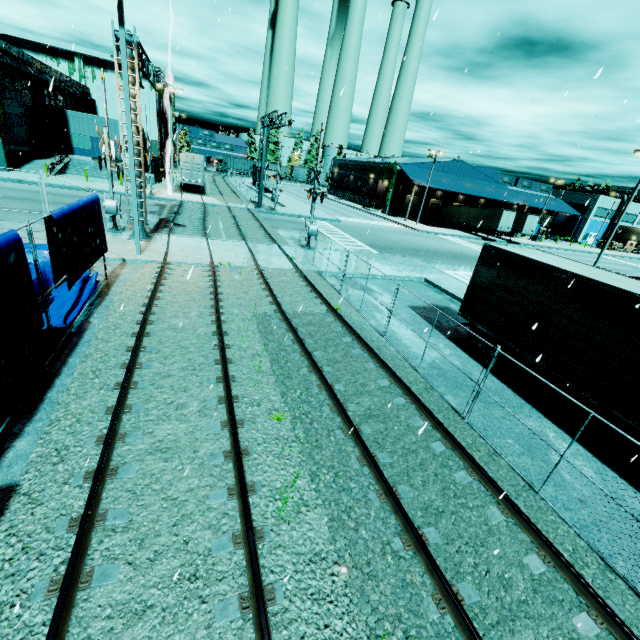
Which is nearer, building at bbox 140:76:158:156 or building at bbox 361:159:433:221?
building at bbox 361:159:433:221

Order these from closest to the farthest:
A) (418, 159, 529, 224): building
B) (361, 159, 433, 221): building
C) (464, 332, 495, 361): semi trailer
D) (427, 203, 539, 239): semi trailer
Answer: (464, 332, 495, 361): semi trailer, (427, 203, 539, 239): semi trailer, (361, 159, 433, 221): building, (418, 159, 529, 224): building

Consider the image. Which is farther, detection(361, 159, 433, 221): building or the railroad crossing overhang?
detection(361, 159, 433, 221): building

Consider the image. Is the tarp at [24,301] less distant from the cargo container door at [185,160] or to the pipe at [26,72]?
the cargo container door at [185,160]

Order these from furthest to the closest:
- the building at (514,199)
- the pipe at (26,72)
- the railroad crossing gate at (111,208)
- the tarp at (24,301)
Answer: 1. the building at (514,199)
2. the pipe at (26,72)
3. the railroad crossing gate at (111,208)
4. the tarp at (24,301)

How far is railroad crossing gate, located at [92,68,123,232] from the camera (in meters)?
15.55

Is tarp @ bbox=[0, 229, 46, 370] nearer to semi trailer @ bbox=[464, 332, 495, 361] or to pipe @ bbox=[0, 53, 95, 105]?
semi trailer @ bbox=[464, 332, 495, 361]

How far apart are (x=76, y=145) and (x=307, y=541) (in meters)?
55.29
